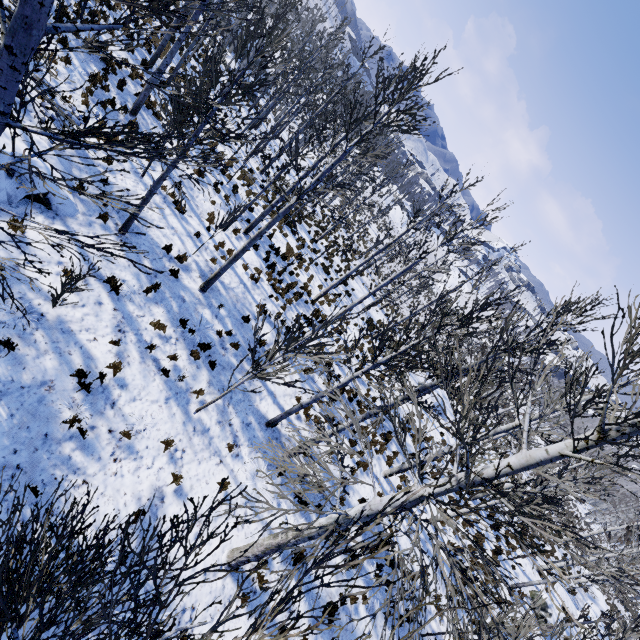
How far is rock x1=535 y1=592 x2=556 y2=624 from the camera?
15.5 meters

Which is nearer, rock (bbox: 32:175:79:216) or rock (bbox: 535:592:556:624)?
rock (bbox: 32:175:79:216)

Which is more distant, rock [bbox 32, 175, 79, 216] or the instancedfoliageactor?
rock [bbox 32, 175, 79, 216]

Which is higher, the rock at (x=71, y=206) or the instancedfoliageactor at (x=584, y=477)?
the instancedfoliageactor at (x=584, y=477)

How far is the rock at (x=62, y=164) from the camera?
8.27m

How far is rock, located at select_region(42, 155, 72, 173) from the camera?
8.3m

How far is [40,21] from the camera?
2.02m

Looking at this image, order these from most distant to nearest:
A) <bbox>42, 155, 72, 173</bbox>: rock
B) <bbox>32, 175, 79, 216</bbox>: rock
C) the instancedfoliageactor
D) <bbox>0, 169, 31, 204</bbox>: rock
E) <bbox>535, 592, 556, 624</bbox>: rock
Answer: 1. <bbox>535, 592, 556, 624</bbox>: rock
2. <bbox>42, 155, 72, 173</bbox>: rock
3. <bbox>32, 175, 79, 216</bbox>: rock
4. <bbox>0, 169, 31, 204</bbox>: rock
5. the instancedfoliageactor
